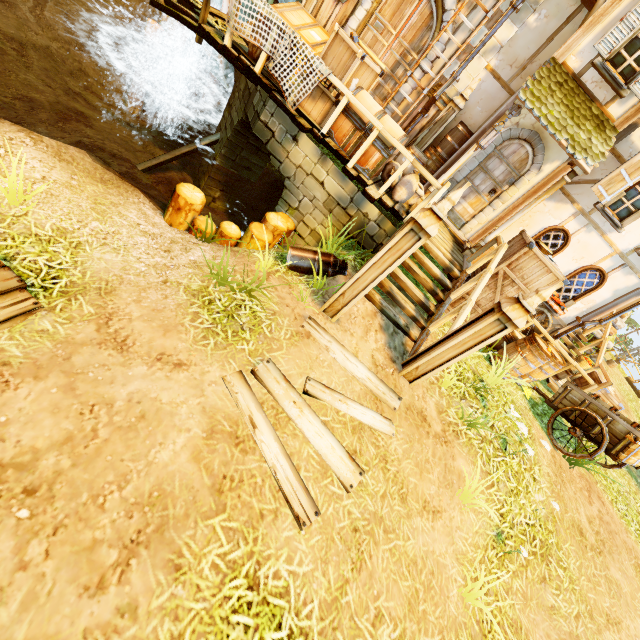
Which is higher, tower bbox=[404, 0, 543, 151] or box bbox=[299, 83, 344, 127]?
tower bbox=[404, 0, 543, 151]

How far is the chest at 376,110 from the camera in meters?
6.0 m

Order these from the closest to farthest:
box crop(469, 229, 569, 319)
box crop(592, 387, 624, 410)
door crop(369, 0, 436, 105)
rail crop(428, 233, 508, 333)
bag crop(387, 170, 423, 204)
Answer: rail crop(428, 233, 508, 333) < box crop(469, 229, 569, 319) < bag crop(387, 170, 423, 204) < door crop(369, 0, 436, 105) < box crop(592, 387, 624, 410)

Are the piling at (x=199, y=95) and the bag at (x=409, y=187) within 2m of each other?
no

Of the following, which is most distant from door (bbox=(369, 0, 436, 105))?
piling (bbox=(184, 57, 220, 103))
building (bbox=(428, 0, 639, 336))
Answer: piling (bbox=(184, 57, 220, 103))

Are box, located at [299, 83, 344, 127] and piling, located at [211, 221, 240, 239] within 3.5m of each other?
yes

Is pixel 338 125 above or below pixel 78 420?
above

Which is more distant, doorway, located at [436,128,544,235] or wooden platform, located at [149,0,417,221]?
doorway, located at [436,128,544,235]
